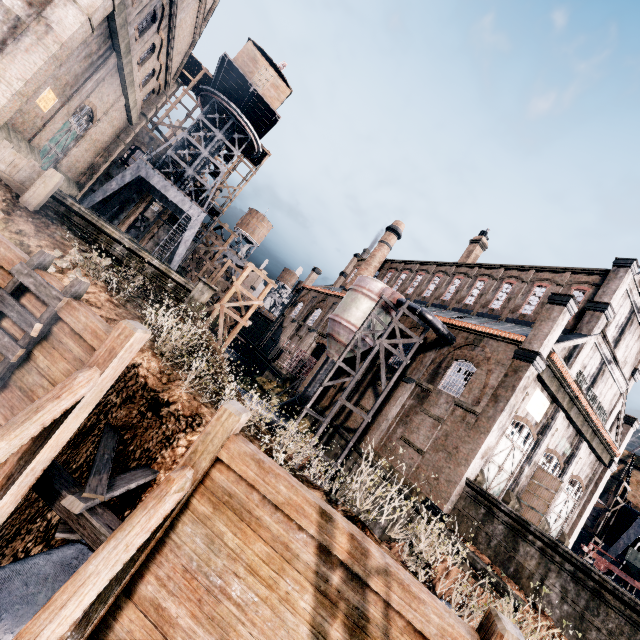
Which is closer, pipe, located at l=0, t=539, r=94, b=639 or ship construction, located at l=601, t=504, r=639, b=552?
pipe, located at l=0, t=539, r=94, b=639

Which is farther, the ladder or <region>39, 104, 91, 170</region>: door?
<region>39, 104, 91, 170</region>: door

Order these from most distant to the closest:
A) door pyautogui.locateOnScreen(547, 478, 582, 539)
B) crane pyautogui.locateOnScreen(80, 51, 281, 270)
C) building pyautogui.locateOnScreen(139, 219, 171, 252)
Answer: building pyautogui.locateOnScreen(139, 219, 171, 252) → crane pyautogui.locateOnScreen(80, 51, 281, 270) → door pyautogui.locateOnScreen(547, 478, 582, 539)

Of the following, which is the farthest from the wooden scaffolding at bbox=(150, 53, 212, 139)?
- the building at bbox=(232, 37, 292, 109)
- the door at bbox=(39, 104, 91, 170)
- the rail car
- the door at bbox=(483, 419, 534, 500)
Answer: the rail car

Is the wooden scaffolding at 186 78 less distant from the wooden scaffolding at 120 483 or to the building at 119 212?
the building at 119 212

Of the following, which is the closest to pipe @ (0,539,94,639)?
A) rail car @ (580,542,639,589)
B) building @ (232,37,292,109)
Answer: rail car @ (580,542,639,589)

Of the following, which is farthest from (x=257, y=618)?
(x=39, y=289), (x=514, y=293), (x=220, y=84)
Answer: (x=220, y=84)

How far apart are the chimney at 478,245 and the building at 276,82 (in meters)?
25.60
